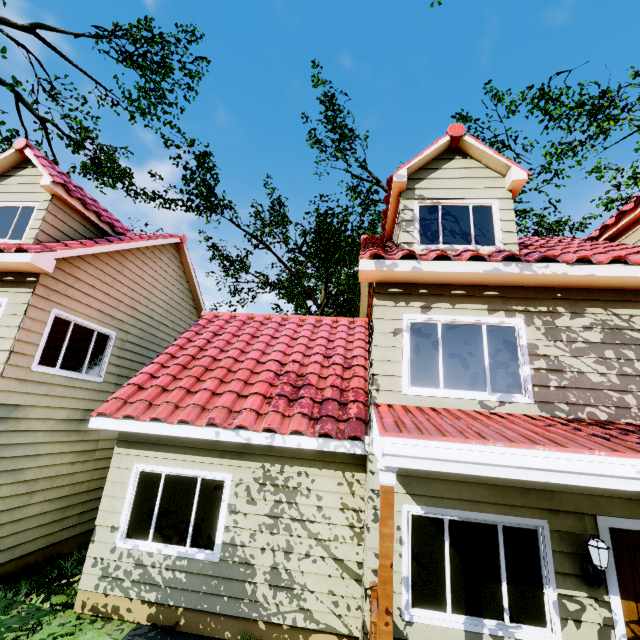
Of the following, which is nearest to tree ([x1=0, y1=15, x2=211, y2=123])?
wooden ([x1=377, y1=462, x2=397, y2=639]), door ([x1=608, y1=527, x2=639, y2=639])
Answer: door ([x1=608, y1=527, x2=639, y2=639])

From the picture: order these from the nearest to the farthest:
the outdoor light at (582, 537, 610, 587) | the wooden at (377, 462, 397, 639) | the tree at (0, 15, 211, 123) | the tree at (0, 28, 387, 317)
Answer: the wooden at (377, 462, 397, 639)
the outdoor light at (582, 537, 610, 587)
the tree at (0, 28, 387, 317)
the tree at (0, 15, 211, 123)

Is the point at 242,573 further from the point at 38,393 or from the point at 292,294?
the point at 292,294

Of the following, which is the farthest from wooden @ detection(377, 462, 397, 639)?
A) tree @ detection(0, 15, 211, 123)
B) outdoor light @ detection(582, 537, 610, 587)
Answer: tree @ detection(0, 15, 211, 123)

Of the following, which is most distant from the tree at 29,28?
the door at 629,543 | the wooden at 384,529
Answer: the wooden at 384,529

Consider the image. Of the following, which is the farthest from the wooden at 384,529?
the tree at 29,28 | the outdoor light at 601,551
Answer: the tree at 29,28
